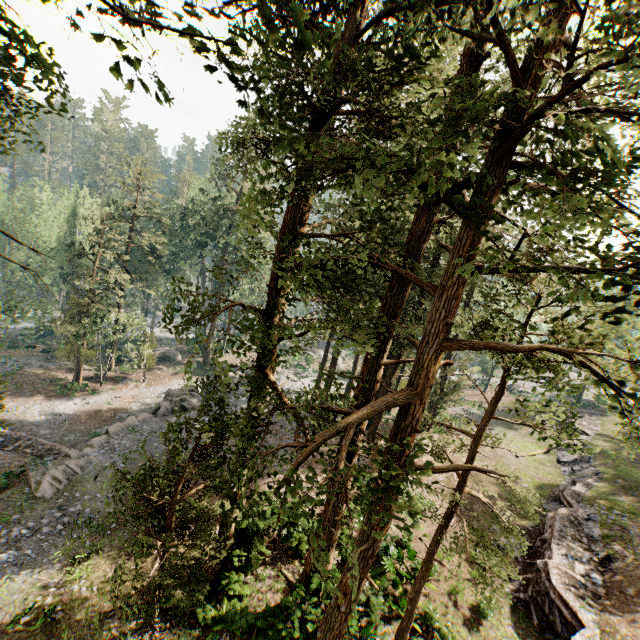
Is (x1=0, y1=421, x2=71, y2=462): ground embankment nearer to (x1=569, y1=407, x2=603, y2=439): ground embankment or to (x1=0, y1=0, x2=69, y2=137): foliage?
(x1=0, y1=0, x2=69, y2=137): foliage

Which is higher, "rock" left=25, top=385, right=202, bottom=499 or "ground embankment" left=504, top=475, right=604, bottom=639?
"ground embankment" left=504, top=475, right=604, bottom=639

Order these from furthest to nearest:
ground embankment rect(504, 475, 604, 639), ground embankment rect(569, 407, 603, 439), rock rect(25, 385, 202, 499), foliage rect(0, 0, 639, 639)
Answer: ground embankment rect(569, 407, 603, 439) < rock rect(25, 385, 202, 499) < ground embankment rect(504, 475, 604, 639) < foliage rect(0, 0, 639, 639)

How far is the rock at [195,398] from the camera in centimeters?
1817cm

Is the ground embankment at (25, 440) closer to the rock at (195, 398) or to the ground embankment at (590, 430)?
the rock at (195, 398)

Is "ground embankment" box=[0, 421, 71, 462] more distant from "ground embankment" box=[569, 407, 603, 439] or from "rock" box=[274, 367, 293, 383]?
"ground embankment" box=[569, 407, 603, 439]

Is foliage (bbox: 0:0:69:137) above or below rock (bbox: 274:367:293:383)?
above

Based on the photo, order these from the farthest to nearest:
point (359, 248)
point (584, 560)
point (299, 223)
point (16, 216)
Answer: point (16, 216)
point (584, 560)
point (299, 223)
point (359, 248)
